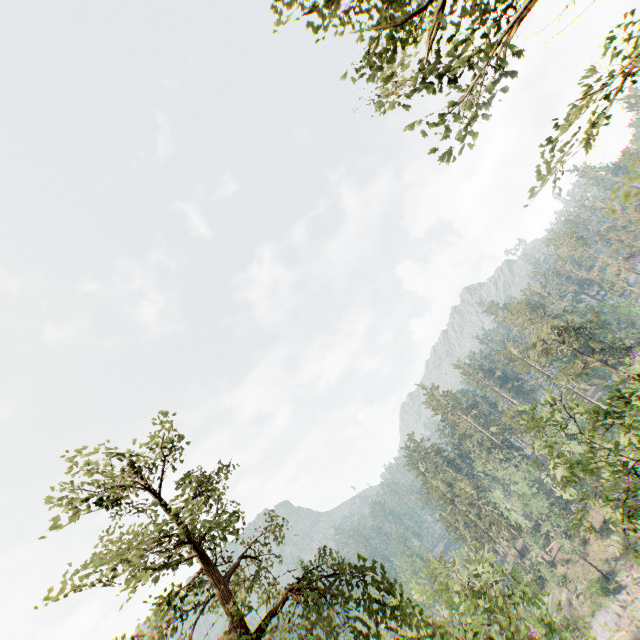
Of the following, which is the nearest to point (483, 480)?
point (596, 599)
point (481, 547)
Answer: point (596, 599)

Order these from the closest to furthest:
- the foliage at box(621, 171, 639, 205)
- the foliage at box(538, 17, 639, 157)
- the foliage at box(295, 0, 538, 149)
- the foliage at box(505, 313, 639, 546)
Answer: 1. the foliage at box(621, 171, 639, 205)
2. the foliage at box(538, 17, 639, 157)
3. the foliage at box(295, 0, 538, 149)
4. the foliage at box(505, 313, 639, 546)

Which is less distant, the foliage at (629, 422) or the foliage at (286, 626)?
the foliage at (286, 626)

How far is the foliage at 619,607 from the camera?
42.6m

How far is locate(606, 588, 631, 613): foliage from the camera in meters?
42.6

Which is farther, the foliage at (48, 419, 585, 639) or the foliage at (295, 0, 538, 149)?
the foliage at (48, 419, 585, 639)

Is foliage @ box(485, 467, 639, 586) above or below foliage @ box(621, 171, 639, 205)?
below
